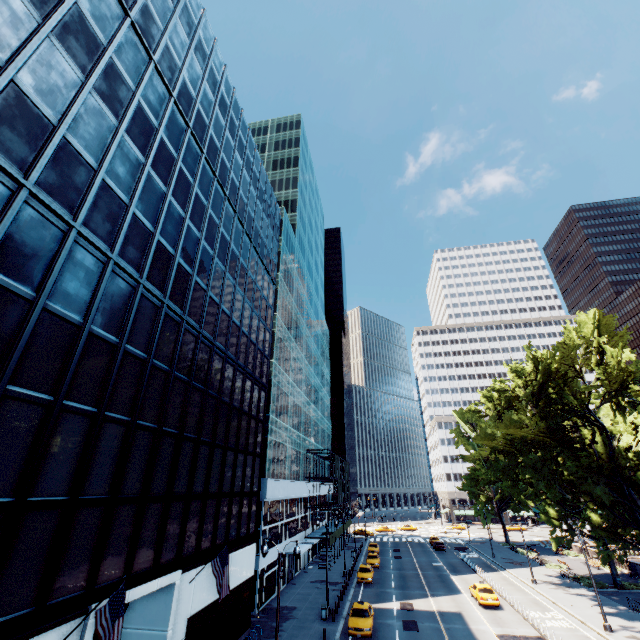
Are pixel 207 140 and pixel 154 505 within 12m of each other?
no

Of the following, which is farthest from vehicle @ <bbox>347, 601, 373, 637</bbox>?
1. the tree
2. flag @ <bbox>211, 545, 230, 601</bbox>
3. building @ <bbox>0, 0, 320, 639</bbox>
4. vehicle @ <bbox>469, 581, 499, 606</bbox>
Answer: the tree

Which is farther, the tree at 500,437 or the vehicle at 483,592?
the vehicle at 483,592

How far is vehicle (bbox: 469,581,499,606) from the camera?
30.50m

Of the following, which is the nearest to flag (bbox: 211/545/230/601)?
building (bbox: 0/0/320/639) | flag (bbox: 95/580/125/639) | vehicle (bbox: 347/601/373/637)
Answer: building (bbox: 0/0/320/639)

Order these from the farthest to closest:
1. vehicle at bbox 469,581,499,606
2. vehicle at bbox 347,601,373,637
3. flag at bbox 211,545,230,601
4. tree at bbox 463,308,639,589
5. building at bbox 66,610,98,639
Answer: vehicle at bbox 469,581,499,606 < tree at bbox 463,308,639,589 < vehicle at bbox 347,601,373,637 < flag at bbox 211,545,230,601 < building at bbox 66,610,98,639

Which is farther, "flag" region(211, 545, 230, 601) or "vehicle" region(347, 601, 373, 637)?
"vehicle" region(347, 601, 373, 637)

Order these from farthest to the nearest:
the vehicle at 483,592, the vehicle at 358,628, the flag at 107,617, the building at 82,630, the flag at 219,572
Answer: the vehicle at 483,592, the vehicle at 358,628, the flag at 219,572, the building at 82,630, the flag at 107,617
